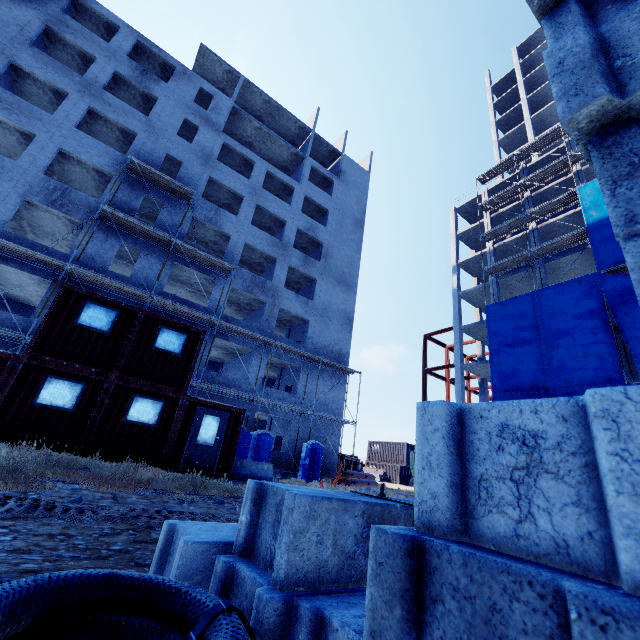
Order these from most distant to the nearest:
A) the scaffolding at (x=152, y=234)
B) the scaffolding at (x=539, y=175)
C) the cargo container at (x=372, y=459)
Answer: the cargo container at (x=372, y=459)
the scaffolding at (x=539, y=175)
the scaffolding at (x=152, y=234)

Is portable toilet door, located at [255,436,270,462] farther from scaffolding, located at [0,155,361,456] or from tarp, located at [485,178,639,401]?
tarp, located at [485,178,639,401]

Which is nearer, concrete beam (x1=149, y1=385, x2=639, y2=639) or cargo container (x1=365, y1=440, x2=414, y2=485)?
concrete beam (x1=149, y1=385, x2=639, y2=639)

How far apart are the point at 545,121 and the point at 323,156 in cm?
2853

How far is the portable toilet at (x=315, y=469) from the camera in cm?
1972

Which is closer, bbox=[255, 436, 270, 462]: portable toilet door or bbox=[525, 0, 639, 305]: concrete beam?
bbox=[525, 0, 639, 305]: concrete beam

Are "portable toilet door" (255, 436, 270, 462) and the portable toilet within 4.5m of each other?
yes

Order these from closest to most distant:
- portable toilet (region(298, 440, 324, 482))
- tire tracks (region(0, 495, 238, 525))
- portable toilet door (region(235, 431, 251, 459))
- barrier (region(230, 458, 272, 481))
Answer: tire tracks (region(0, 495, 238, 525)) → barrier (region(230, 458, 272, 481)) → portable toilet door (region(235, 431, 251, 459)) → portable toilet (region(298, 440, 324, 482))
